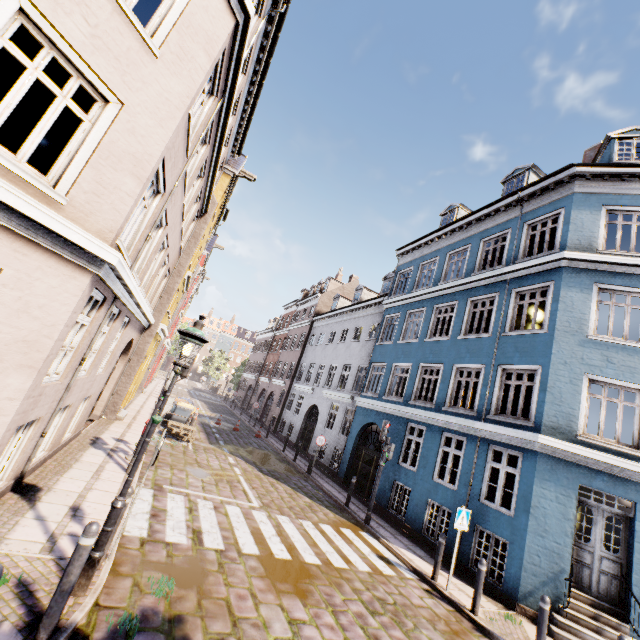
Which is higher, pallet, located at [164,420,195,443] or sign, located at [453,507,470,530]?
sign, located at [453,507,470,530]

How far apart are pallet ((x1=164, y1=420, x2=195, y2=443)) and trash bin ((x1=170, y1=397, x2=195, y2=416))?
0.7 meters

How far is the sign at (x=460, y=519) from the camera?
8.23m

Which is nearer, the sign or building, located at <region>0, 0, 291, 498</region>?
building, located at <region>0, 0, 291, 498</region>

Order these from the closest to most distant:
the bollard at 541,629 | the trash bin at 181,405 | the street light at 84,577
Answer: the street light at 84,577, the bollard at 541,629, the trash bin at 181,405

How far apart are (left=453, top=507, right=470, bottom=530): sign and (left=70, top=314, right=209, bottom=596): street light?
7.67m

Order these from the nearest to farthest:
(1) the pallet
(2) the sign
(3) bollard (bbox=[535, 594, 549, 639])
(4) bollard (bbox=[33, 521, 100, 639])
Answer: (4) bollard (bbox=[33, 521, 100, 639]), (3) bollard (bbox=[535, 594, 549, 639]), (2) the sign, (1) the pallet

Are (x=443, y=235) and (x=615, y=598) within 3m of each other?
no
